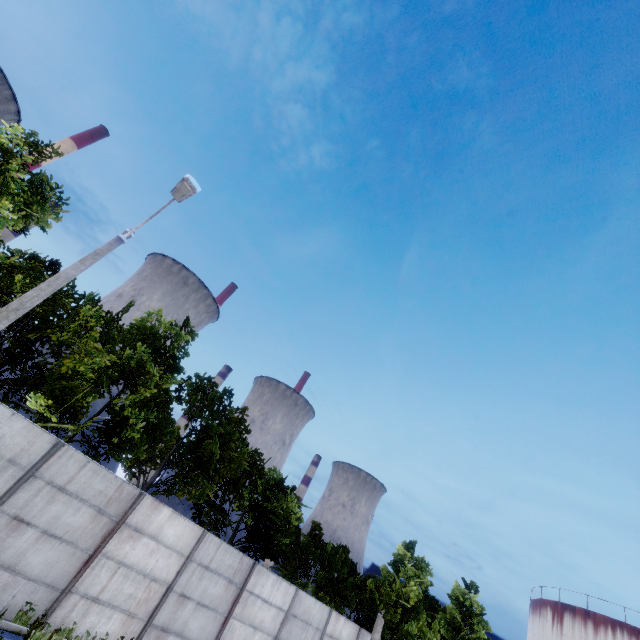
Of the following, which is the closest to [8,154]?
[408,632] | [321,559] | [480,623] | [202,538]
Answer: [202,538]
